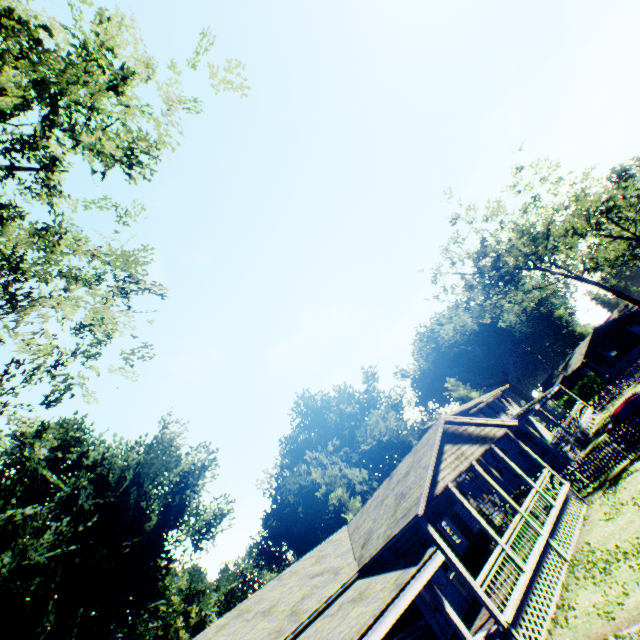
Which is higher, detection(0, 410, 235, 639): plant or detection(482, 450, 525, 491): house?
detection(0, 410, 235, 639): plant

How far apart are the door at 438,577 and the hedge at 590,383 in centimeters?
4756cm

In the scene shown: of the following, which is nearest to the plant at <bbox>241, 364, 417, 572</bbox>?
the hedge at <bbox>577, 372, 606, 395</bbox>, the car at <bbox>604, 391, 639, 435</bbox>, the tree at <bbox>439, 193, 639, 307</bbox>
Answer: the hedge at <bbox>577, 372, 606, 395</bbox>

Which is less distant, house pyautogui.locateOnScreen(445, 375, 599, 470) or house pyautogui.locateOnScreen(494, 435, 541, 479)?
house pyautogui.locateOnScreen(445, 375, 599, 470)

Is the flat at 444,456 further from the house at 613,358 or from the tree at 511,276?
the house at 613,358

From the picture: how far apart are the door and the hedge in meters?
47.6 m

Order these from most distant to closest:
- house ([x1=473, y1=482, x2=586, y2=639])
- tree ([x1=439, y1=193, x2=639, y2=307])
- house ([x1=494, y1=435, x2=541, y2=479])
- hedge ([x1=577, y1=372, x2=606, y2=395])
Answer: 1. hedge ([x1=577, y1=372, x2=606, y2=395])
2. tree ([x1=439, y1=193, x2=639, y2=307])
3. house ([x1=494, y1=435, x2=541, y2=479])
4. house ([x1=473, y1=482, x2=586, y2=639])

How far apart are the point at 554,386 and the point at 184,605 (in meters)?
67.73
